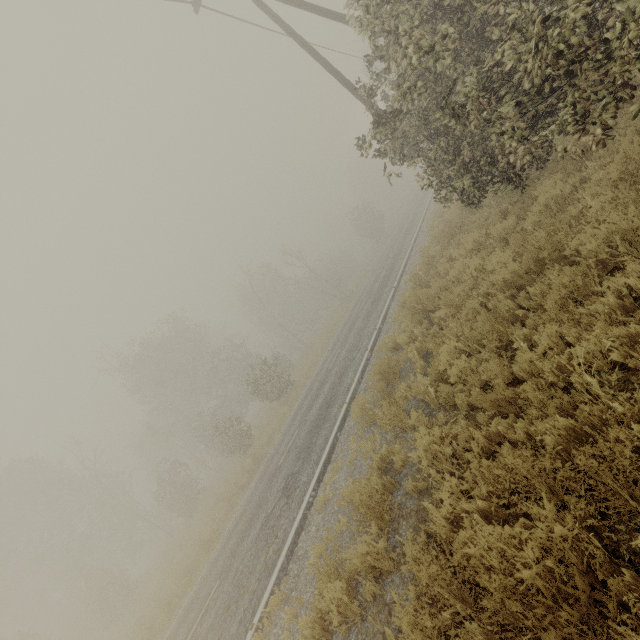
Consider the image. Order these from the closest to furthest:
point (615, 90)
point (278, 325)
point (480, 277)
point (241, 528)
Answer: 1. point (615, 90)
2. point (480, 277)
3. point (241, 528)
4. point (278, 325)

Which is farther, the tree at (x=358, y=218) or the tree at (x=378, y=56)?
the tree at (x=358, y=218)

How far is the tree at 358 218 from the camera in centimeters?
4053cm

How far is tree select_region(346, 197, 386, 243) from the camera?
40.53m

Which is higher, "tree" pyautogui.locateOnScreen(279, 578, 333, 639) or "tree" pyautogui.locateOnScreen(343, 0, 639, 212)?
"tree" pyautogui.locateOnScreen(343, 0, 639, 212)

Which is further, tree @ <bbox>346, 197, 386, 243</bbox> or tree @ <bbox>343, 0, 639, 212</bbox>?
tree @ <bbox>346, 197, 386, 243</bbox>
